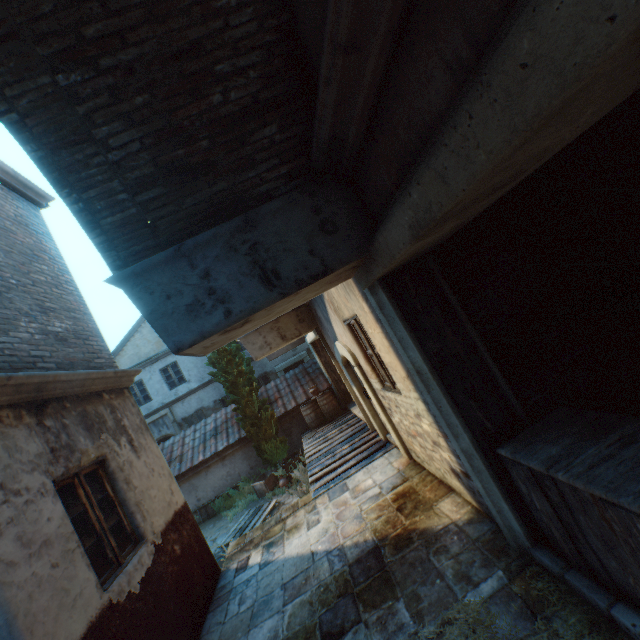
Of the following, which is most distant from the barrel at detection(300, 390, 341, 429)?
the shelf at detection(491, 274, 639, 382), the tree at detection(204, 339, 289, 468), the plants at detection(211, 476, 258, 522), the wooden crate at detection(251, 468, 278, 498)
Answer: the shelf at detection(491, 274, 639, 382)

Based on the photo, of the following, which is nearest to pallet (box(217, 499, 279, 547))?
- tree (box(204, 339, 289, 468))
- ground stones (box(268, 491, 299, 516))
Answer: ground stones (box(268, 491, 299, 516))

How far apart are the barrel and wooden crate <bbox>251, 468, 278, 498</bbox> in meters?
1.9

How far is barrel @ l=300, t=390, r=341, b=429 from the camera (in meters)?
12.09

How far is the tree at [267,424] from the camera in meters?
11.8 m

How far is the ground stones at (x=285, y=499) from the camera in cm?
944

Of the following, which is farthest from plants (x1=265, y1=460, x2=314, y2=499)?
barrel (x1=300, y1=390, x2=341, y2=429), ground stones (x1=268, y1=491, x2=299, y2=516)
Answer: barrel (x1=300, y1=390, x2=341, y2=429)

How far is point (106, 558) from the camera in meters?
3.8
